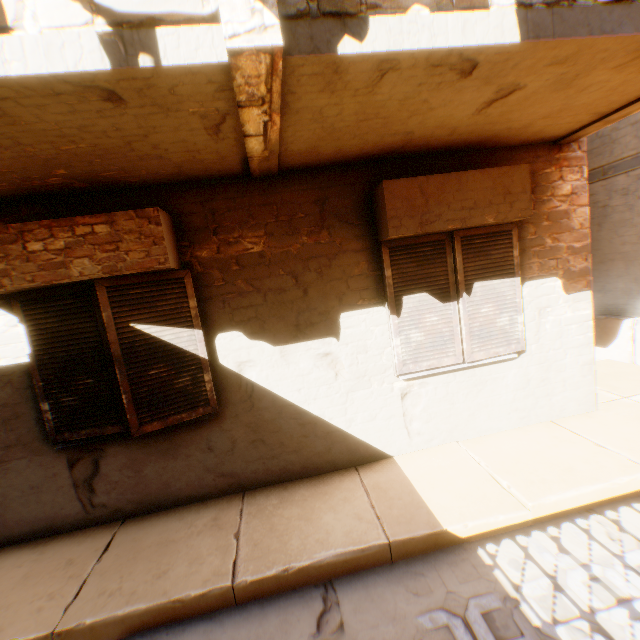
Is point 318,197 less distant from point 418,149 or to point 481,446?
point 418,149

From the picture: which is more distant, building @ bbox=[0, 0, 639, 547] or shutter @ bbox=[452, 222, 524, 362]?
shutter @ bbox=[452, 222, 524, 362]

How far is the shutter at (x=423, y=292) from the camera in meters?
3.6

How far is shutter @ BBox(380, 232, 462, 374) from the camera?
3.62m
